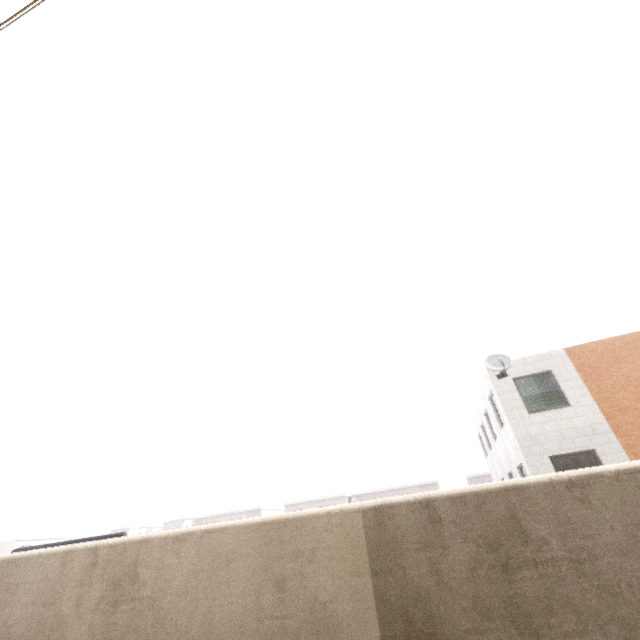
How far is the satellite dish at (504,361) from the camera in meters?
12.7

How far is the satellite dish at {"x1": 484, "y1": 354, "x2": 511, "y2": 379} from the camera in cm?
1271

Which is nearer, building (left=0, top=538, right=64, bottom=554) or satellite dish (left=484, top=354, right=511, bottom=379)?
satellite dish (left=484, top=354, right=511, bottom=379)

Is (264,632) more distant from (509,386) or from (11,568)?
(509,386)

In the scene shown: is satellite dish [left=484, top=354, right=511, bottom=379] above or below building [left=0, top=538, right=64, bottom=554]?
above

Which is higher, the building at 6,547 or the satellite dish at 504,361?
the satellite dish at 504,361
